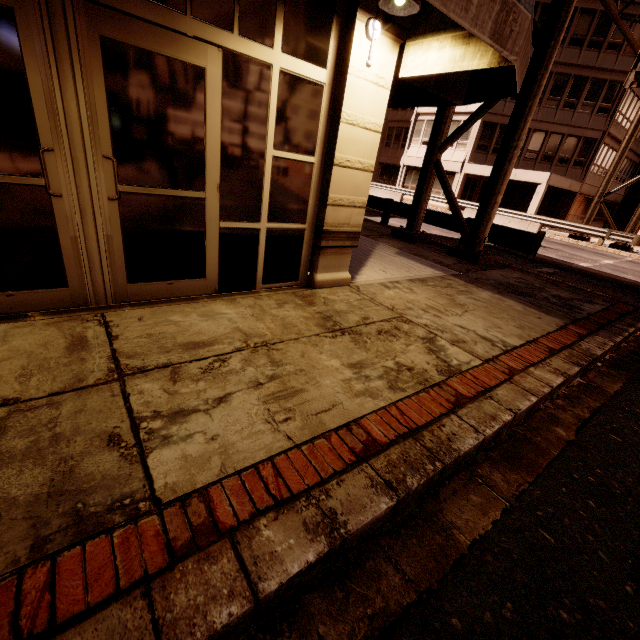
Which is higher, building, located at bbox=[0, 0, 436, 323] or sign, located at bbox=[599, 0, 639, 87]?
sign, located at bbox=[599, 0, 639, 87]

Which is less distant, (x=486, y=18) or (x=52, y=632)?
(x=52, y=632)

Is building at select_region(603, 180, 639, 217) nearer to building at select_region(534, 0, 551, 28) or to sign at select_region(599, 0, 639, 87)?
building at select_region(534, 0, 551, 28)

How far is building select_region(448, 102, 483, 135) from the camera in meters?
26.6 m

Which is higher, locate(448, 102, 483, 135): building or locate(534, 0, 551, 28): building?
locate(534, 0, 551, 28): building

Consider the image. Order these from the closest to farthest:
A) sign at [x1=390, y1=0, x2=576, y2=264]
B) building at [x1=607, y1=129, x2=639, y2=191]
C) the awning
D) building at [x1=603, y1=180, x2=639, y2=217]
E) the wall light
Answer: the awning
the wall light
sign at [x1=390, y1=0, x2=576, y2=264]
building at [x1=607, y1=129, x2=639, y2=191]
building at [x1=603, y1=180, x2=639, y2=217]

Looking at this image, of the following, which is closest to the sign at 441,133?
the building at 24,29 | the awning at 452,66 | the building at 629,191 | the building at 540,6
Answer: the awning at 452,66

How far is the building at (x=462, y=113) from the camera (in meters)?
26.56
